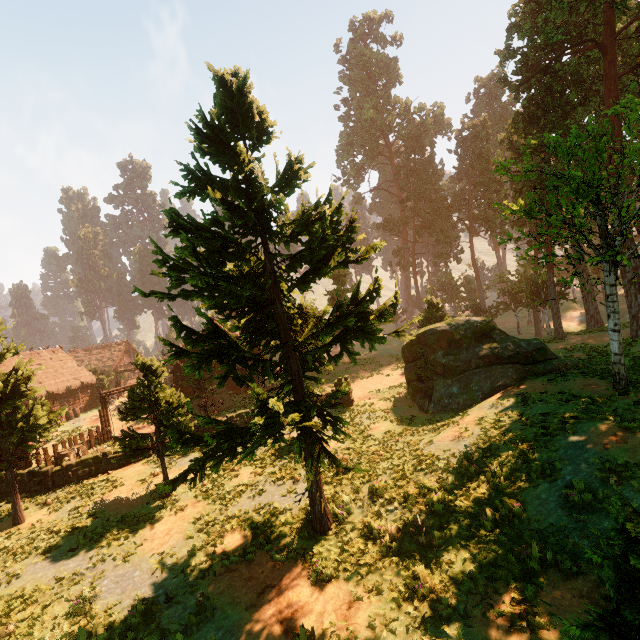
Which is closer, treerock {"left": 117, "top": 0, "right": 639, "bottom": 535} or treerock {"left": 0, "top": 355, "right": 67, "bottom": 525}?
treerock {"left": 117, "top": 0, "right": 639, "bottom": 535}

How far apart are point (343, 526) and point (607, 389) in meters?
11.4 m

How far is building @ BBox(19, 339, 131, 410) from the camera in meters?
33.8

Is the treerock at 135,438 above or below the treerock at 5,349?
below

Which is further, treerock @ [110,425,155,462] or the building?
the building

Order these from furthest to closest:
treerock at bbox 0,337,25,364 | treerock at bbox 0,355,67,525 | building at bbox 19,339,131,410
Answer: building at bbox 19,339,131,410 → treerock at bbox 0,337,25,364 → treerock at bbox 0,355,67,525
